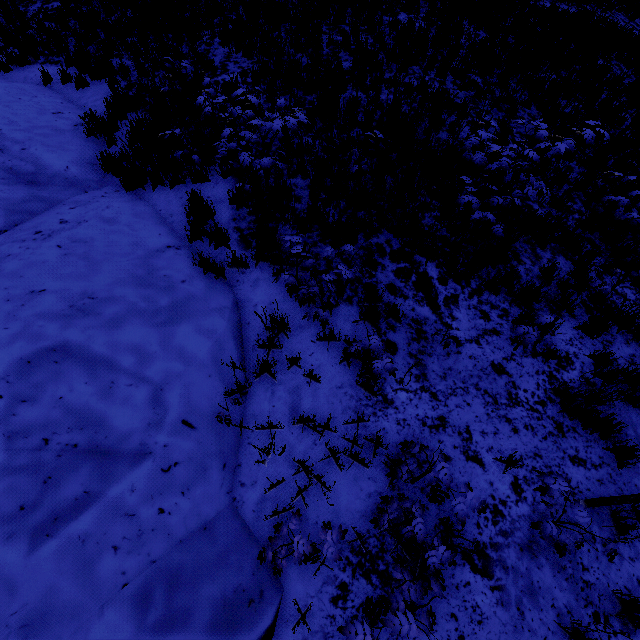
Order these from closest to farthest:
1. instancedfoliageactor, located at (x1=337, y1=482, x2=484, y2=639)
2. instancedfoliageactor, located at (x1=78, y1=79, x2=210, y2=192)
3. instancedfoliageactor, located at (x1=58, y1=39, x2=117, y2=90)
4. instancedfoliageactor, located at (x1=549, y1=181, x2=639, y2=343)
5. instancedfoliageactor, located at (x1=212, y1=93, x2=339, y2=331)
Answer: instancedfoliageactor, located at (x1=337, y1=482, x2=484, y2=639)
instancedfoliageactor, located at (x1=212, y1=93, x2=339, y2=331)
instancedfoliageactor, located at (x1=549, y1=181, x2=639, y2=343)
instancedfoliageactor, located at (x1=78, y1=79, x2=210, y2=192)
instancedfoliageactor, located at (x1=58, y1=39, x2=117, y2=90)

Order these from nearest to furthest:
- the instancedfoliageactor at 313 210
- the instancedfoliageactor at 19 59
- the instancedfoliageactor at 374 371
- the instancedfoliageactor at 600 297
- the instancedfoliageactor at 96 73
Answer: the instancedfoliageactor at 374 371 → the instancedfoliageactor at 600 297 → the instancedfoliageactor at 313 210 → the instancedfoliageactor at 96 73 → the instancedfoliageactor at 19 59

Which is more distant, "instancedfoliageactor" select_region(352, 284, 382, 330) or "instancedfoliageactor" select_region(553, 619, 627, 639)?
"instancedfoliageactor" select_region(352, 284, 382, 330)

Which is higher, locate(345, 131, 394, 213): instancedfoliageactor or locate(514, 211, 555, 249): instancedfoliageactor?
locate(345, 131, 394, 213): instancedfoliageactor

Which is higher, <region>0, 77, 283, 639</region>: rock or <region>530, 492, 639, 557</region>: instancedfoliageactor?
<region>0, 77, 283, 639</region>: rock

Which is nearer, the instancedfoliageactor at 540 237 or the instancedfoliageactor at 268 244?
the instancedfoliageactor at 268 244

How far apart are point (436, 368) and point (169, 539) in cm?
366
